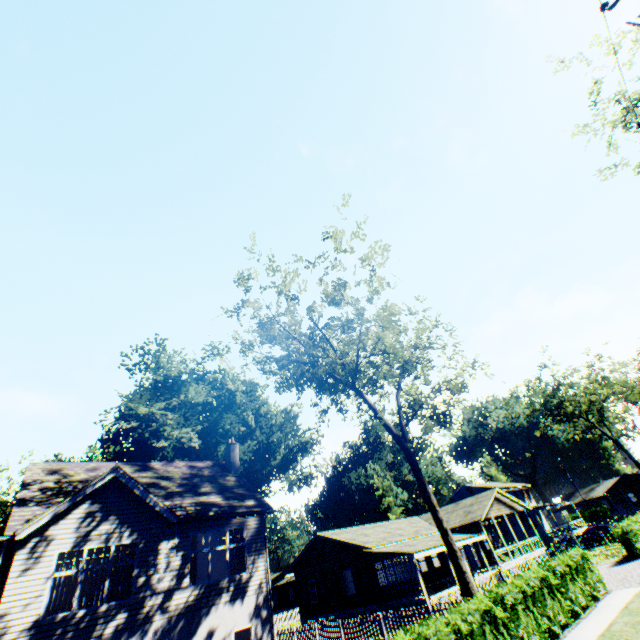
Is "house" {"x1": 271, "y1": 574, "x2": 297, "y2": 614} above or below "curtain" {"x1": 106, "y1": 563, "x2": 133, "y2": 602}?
below

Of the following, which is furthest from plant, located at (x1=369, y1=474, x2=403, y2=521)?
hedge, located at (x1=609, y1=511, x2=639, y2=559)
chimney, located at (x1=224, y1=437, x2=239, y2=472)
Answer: hedge, located at (x1=609, y1=511, x2=639, y2=559)

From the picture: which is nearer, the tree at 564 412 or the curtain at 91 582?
the curtain at 91 582

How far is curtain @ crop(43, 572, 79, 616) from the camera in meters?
11.4

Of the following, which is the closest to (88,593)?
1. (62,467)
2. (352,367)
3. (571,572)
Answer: (62,467)

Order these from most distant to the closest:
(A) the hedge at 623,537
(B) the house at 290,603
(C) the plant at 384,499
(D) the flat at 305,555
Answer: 1. (C) the plant at 384,499
2. (B) the house at 290,603
3. (D) the flat at 305,555
4. (A) the hedge at 623,537

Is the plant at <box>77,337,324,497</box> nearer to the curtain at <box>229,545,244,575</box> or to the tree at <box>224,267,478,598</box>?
the tree at <box>224,267,478,598</box>

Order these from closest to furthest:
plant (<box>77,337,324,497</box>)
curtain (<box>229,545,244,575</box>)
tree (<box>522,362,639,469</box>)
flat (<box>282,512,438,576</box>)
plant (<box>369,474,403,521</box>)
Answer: curtain (<box>229,545,244,575</box>) < flat (<box>282,512,438,576</box>) < plant (<box>77,337,324,497</box>) < tree (<box>522,362,639,469</box>) < plant (<box>369,474,403,521</box>)
